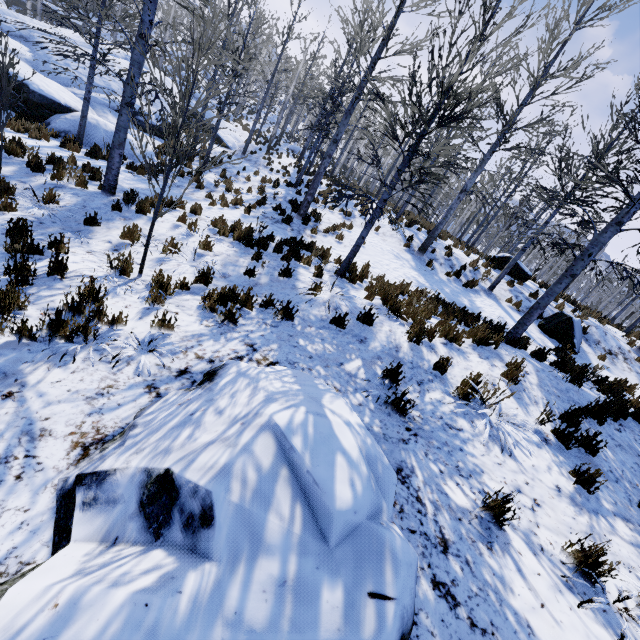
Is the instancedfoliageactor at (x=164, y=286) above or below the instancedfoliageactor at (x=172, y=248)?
above

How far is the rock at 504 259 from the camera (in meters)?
14.70

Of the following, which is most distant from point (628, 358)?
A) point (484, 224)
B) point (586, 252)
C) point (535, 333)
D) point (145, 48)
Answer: point (484, 224)

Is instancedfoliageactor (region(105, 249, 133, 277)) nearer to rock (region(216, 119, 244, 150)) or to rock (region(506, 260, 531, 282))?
rock (region(216, 119, 244, 150))

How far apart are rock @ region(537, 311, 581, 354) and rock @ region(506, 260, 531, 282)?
3.9 meters

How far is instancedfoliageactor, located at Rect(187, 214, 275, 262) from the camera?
7.2 meters

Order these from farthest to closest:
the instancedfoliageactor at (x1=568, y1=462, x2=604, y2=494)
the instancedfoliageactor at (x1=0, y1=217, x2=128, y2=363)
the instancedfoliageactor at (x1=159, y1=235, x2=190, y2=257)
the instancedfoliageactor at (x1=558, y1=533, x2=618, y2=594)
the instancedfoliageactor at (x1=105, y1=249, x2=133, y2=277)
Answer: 1. the instancedfoliageactor at (x1=159, y1=235, x2=190, y2=257)
2. the instancedfoliageactor at (x1=105, y1=249, x2=133, y2=277)
3. the instancedfoliageactor at (x1=568, y1=462, x2=604, y2=494)
4. the instancedfoliageactor at (x1=0, y1=217, x2=128, y2=363)
5. the instancedfoliageactor at (x1=558, y1=533, x2=618, y2=594)
